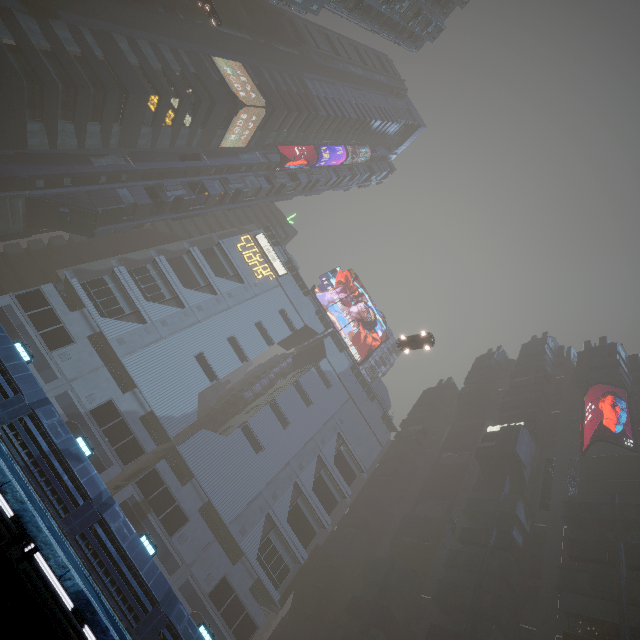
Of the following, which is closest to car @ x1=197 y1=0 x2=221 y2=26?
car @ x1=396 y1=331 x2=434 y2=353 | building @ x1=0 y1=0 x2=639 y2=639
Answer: building @ x1=0 y1=0 x2=639 y2=639

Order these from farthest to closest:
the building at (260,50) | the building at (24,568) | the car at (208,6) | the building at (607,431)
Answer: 1. the building at (607,431)
2. the car at (208,6)
3. the building at (260,50)
4. the building at (24,568)

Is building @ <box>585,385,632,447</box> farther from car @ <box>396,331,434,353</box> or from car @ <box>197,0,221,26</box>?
car @ <box>396,331,434,353</box>

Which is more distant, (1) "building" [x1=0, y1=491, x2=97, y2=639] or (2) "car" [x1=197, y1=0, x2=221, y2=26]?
(2) "car" [x1=197, y1=0, x2=221, y2=26]

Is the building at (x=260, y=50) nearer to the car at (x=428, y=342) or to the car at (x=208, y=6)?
the car at (x=208, y=6)

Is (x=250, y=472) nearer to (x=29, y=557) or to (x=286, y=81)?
(x=29, y=557)

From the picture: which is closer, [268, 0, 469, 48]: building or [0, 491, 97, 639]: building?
[0, 491, 97, 639]: building

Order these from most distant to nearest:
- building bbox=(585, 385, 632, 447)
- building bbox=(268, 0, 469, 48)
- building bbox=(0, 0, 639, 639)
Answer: building bbox=(585, 385, 632, 447) → building bbox=(268, 0, 469, 48) → building bbox=(0, 0, 639, 639)
